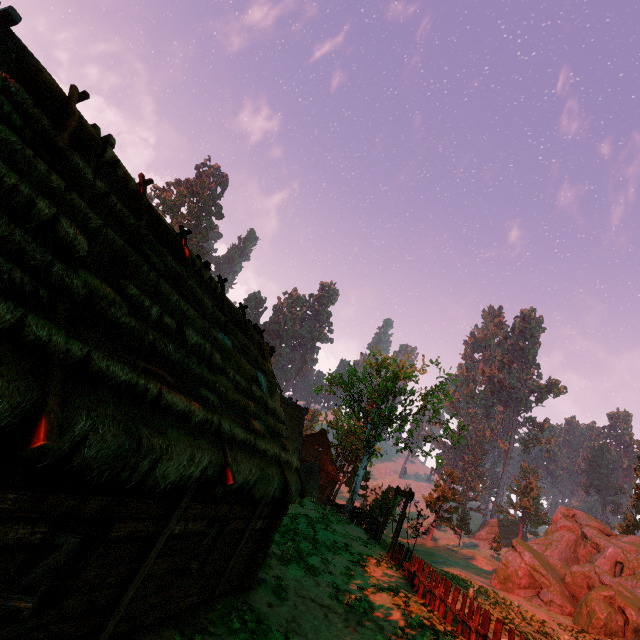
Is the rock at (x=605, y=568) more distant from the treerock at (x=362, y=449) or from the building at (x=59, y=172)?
the building at (x=59, y=172)

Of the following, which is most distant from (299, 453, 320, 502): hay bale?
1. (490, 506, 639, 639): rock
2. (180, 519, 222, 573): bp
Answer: (180, 519, 222, 573): bp

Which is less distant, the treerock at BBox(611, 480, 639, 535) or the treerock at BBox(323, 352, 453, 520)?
the treerock at BBox(323, 352, 453, 520)

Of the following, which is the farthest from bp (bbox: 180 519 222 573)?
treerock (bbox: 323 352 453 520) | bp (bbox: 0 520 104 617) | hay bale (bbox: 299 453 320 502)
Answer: hay bale (bbox: 299 453 320 502)

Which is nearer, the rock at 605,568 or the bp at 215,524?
the bp at 215,524

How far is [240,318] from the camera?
11.9 meters

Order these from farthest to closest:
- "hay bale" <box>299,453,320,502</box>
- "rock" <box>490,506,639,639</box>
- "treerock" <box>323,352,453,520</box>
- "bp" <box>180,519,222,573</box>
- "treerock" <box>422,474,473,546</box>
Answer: "treerock" <box>422,474,473,546</box>, "hay bale" <box>299,453,320,502</box>, "treerock" <box>323,352,453,520</box>, "rock" <box>490,506,639,639</box>, "bp" <box>180,519,222,573</box>

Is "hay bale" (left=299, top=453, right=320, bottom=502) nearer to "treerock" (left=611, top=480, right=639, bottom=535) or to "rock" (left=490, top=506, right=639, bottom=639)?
"treerock" (left=611, top=480, right=639, bottom=535)
